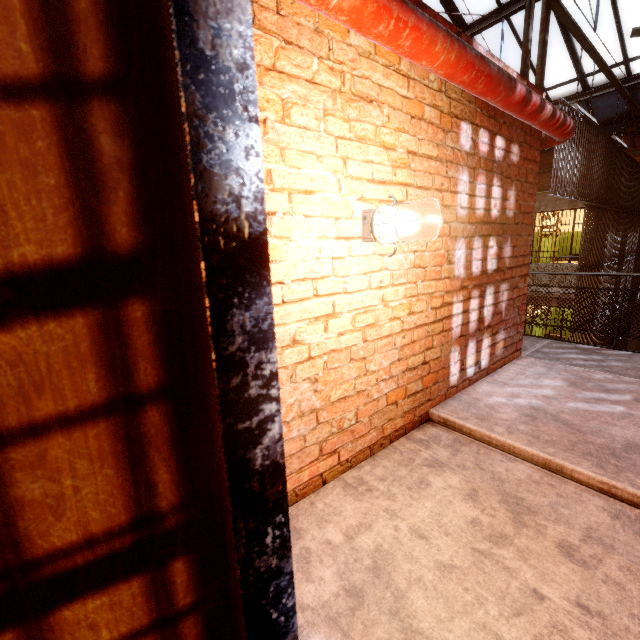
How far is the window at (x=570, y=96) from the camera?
8.5 meters

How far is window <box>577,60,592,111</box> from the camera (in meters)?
9.61

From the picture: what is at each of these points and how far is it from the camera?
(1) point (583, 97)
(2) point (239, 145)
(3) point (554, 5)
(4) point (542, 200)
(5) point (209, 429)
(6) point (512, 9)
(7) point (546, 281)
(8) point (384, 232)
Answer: (1) window, 10.2 meters
(2) door frame, 0.5 meters
(3) support beam, 4.0 meters
(4) building, 10.2 meters
(5) door, 0.6 meters
(6) window, 8.2 meters
(7) metal railing, 9.3 meters
(8) light fixture, 1.7 meters

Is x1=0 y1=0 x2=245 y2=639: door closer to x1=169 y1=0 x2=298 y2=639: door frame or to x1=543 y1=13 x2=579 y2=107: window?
x1=169 y1=0 x2=298 y2=639: door frame

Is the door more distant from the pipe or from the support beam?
the support beam

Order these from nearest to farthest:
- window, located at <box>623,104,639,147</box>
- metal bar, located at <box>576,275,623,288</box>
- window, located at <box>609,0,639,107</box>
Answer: metal bar, located at <box>576,275,623,288</box> → window, located at <box>609,0,639,107</box> → window, located at <box>623,104,639,147</box>

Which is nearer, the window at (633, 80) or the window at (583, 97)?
the window at (633, 80)
